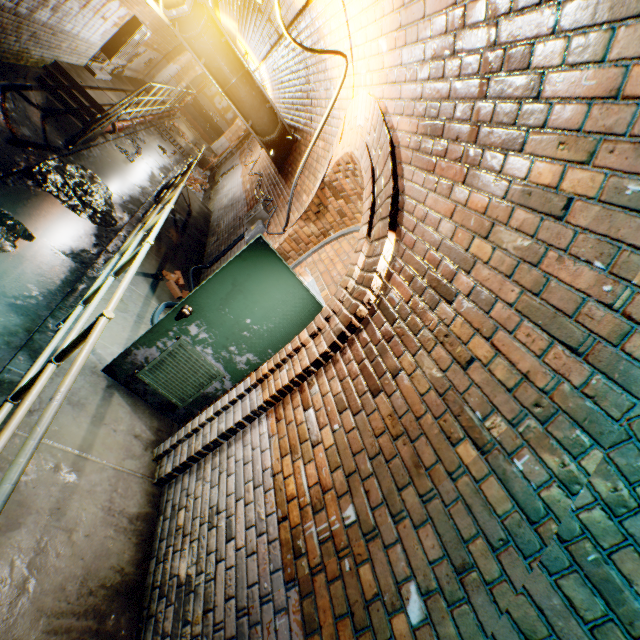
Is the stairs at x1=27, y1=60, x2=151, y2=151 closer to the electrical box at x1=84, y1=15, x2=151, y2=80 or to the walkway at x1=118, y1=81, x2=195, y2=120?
the walkway at x1=118, y1=81, x2=195, y2=120

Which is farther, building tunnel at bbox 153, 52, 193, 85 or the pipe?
building tunnel at bbox 153, 52, 193, 85

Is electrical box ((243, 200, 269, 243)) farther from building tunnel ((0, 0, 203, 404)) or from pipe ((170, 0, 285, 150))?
pipe ((170, 0, 285, 150))

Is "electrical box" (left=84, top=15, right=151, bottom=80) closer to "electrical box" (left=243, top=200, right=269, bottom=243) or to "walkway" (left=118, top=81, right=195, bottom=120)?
"walkway" (left=118, top=81, right=195, bottom=120)

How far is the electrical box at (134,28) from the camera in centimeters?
842cm

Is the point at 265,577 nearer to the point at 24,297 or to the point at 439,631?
the point at 439,631

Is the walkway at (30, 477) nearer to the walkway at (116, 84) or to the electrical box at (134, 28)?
the walkway at (116, 84)

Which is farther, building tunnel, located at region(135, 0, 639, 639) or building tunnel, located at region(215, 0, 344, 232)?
building tunnel, located at region(215, 0, 344, 232)
